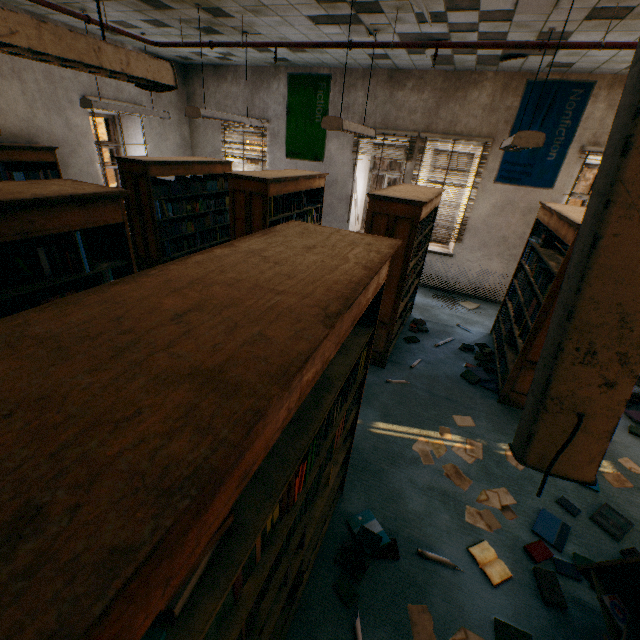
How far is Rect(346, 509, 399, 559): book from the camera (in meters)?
2.37

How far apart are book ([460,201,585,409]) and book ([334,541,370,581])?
2.4m

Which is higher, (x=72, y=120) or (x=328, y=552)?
(x=72, y=120)

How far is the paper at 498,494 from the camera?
2.8m

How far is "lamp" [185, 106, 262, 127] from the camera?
4.23m

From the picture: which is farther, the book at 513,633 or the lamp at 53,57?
the book at 513,633

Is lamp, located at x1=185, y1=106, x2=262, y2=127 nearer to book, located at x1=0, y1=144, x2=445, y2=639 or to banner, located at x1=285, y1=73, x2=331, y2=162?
banner, located at x1=285, y1=73, x2=331, y2=162
